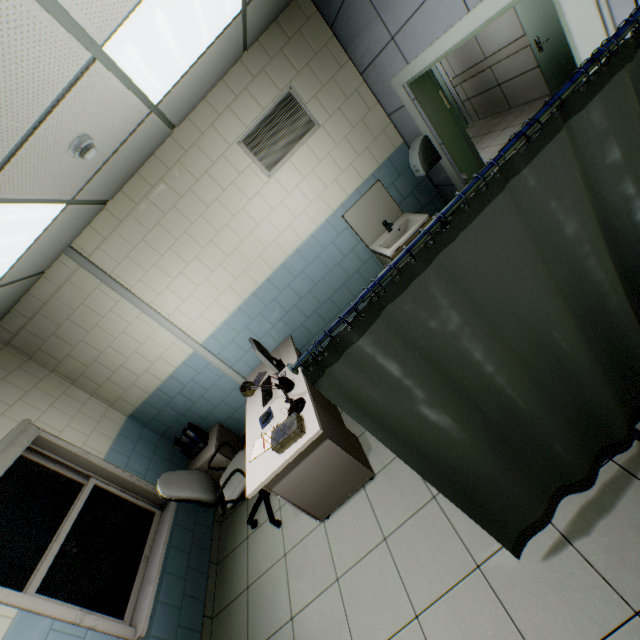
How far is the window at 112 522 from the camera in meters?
2.5 m

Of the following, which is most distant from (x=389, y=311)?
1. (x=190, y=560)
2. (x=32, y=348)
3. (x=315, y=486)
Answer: (x=32, y=348)

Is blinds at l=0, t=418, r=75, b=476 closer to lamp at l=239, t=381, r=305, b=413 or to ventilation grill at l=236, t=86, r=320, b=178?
lamp at l=239, t=381, r=305, b=413

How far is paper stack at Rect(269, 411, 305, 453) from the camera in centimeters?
250cm

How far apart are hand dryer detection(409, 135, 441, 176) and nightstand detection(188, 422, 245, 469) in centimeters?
394cm

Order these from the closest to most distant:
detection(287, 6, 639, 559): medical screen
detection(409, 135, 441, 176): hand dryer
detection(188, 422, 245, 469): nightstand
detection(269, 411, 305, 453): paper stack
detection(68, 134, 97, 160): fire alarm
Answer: detection(287, 6, 639, 559): medical screen < detection(68, 134, 97, 160): fire alarm < detection(269, 411, 305, 453): paper stack < detection(409, 135, 441, 176): hand dryer < detection(188, 422, 245, 469): nightstand

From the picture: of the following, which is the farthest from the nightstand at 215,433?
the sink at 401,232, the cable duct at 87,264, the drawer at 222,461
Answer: the sink at 401,232

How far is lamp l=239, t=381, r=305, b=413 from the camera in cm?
266
